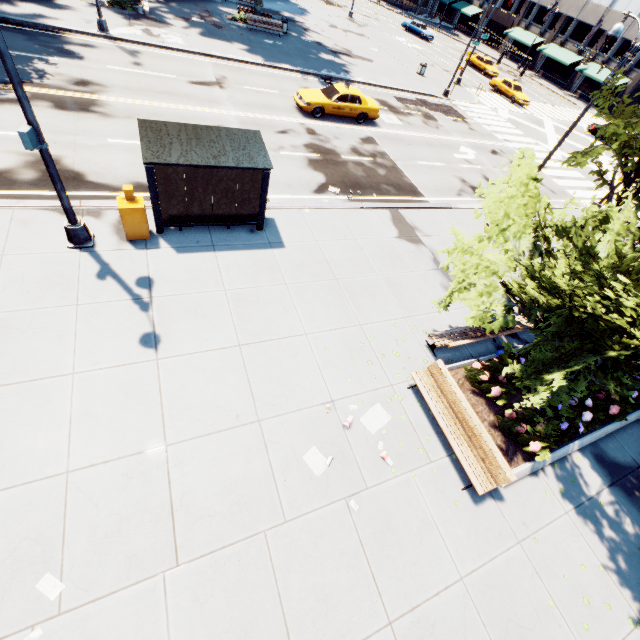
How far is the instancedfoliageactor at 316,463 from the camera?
6.7m

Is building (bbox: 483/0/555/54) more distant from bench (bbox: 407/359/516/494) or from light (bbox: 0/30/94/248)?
bench (bbox: 407/359/516/494)

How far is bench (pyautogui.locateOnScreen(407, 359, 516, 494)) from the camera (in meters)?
6.90

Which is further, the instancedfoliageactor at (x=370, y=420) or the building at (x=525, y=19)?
the building at (x=525, y=19)

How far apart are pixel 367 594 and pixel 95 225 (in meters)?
11.20

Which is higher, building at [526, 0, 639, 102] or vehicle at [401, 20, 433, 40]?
building at [526, 0, 639, 102]

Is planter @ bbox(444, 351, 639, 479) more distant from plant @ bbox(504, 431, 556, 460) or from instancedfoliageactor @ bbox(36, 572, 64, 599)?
instancedfoliageactor @ bbox(36, 572, 64, 599)

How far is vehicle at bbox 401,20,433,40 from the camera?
45.7m
